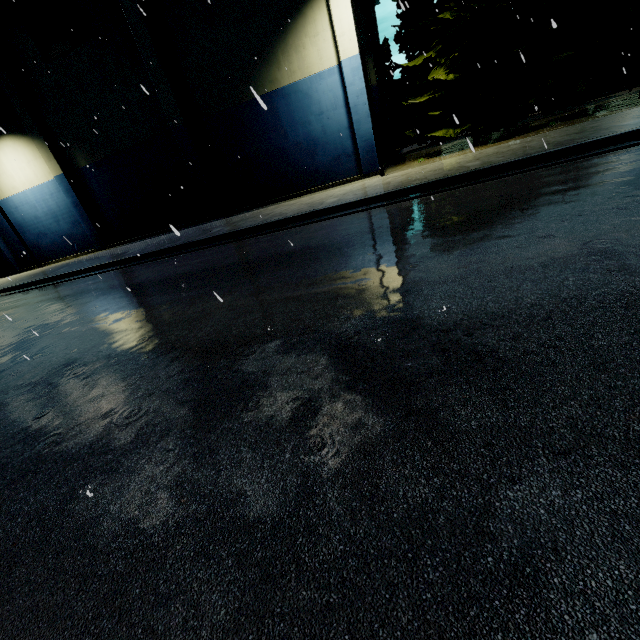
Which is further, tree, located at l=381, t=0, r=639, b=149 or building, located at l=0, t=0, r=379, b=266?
building, located at l=0, t=0, r=379, b=266

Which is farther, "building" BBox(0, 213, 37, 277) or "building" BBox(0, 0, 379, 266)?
"building" BBox(0, 213, 37, 277)

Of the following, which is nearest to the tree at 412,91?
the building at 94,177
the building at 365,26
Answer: the building at 365,26

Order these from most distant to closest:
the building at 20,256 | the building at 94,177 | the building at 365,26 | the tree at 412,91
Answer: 1. the building at 20,256
2. the building at 365,26
3. the building at 94,177
4. the tree at 412,91

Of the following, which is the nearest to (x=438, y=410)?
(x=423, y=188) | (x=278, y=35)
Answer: (x=423, y=188)

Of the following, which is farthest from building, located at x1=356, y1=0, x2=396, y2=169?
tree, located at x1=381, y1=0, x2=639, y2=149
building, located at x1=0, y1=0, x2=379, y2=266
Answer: building, located at x1=0, y1=0, x2=379, y2=266

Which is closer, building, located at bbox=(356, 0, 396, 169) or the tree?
the tree
